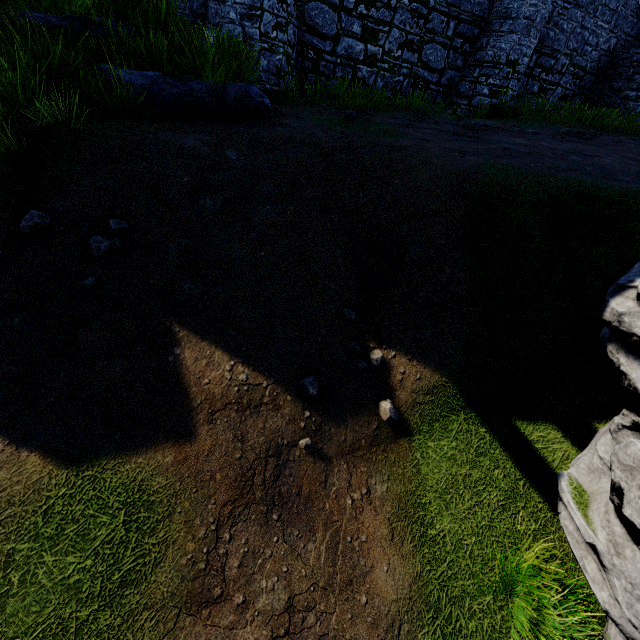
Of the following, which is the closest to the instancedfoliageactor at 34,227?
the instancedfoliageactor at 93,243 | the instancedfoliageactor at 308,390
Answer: the instancedfoliageactor at 93,243

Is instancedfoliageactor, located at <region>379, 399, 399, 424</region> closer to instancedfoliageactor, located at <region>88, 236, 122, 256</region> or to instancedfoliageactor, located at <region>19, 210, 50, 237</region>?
instancedfoliageactor, located at <region>88, 236, 122, 256</region>

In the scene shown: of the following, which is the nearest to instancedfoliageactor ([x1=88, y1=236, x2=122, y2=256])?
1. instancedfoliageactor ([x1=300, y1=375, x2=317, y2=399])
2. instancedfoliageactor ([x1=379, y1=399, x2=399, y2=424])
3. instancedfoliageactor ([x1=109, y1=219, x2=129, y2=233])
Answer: instancedfoliageactor ([x1=109, y1=219, x2=129, y2=233])

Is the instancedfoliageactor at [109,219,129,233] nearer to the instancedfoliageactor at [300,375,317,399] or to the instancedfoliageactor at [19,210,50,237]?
the instancedfoliageactor at [19,210,50,237]

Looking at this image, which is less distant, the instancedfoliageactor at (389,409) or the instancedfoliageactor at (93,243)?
the instancedfoliageactor at (93,243)

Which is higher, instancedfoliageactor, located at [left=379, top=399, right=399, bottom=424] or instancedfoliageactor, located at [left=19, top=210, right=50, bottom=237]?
instancedfoliageactor, located at [left=19, top=210, right=50, bottom=237]

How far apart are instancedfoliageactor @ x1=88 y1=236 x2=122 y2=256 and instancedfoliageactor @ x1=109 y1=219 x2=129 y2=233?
0.12m

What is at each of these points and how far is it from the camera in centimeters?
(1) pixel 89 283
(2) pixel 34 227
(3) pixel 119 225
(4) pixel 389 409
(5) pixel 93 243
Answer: (1) instancedfoliageactor, 414cm
(2) instancedfoliageactor, 416cm
(3) instancedfoliageactor, 455cm
(4) instancedfoliageactor, 488cm
(5) instancedfoliageactor, 426cm
